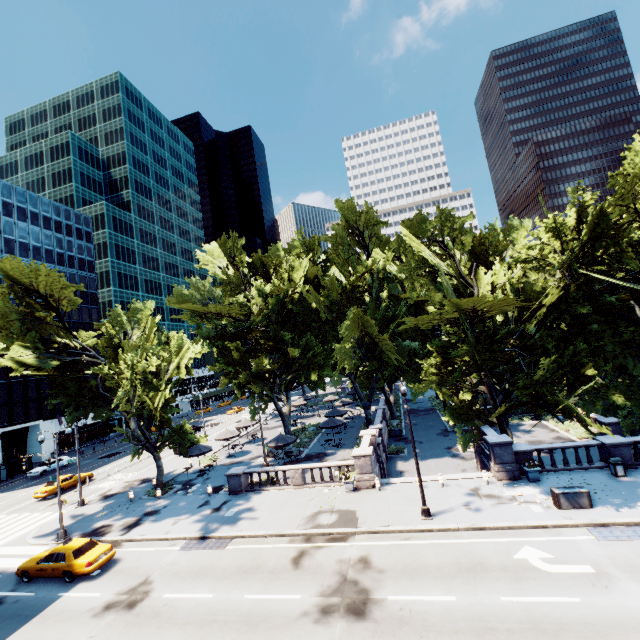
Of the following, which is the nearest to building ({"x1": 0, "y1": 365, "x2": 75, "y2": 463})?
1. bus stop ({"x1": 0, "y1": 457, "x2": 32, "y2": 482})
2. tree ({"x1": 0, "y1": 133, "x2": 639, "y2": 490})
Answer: bus stop ({"x1": 0, "y1": 457, "x2": 32, "y2": 482})

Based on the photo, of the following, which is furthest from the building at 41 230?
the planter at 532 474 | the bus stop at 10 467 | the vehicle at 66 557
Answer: the planter at 532 474

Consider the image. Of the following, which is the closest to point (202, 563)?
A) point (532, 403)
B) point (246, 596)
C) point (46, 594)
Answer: point (246, 596)

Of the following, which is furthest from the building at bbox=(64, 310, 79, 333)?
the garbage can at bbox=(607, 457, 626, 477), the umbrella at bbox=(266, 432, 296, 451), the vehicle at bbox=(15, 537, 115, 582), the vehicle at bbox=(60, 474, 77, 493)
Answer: the garbage can at bbox=(607, 457, 626, 477)

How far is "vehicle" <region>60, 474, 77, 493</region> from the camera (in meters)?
32.53

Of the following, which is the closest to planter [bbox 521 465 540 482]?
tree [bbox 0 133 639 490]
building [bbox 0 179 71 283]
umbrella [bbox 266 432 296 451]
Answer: tree [bbox 0 133 639 490]

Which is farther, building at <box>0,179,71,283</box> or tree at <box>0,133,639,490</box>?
building at <box>0,179,71,283</box>

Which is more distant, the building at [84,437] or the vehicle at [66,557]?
the building at [84,437]
